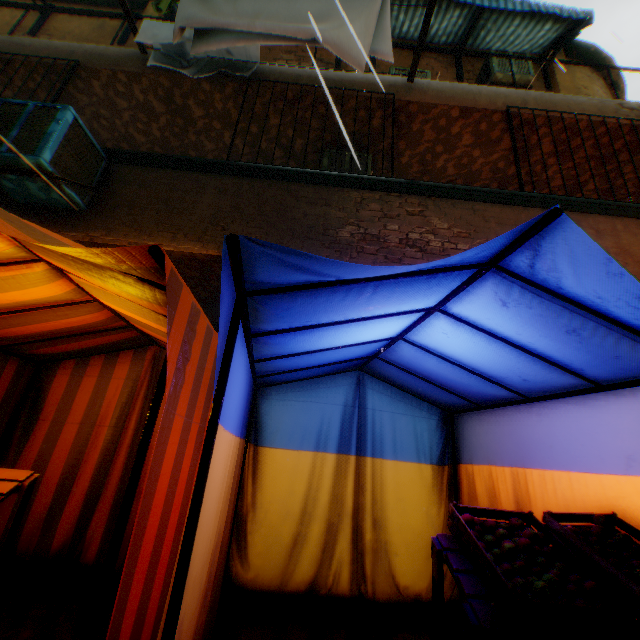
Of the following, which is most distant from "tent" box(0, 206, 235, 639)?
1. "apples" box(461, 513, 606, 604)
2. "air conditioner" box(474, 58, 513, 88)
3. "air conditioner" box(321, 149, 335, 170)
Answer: "air conditioner" box(474, 58, 513, 88)

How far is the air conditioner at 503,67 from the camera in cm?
633

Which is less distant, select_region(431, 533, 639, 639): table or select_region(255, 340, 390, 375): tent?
select_region(431, 533, 639, 639): table

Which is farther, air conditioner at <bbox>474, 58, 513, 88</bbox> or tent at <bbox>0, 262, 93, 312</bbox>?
air conditioner at <bbox>474, 58, 513, 88</bbox>

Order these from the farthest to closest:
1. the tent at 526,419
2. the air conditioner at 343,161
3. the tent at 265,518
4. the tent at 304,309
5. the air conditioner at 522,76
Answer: the air conditioner at 522,76 → the air conditioner at 343,161 → the tent at 265,518 → the tent at 526,419 → the tent at 304,309

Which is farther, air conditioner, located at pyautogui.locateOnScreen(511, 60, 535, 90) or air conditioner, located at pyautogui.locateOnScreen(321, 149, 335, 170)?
air conditioner, located at pyautogui.locateOnScreen(511, 60, 535, 90)

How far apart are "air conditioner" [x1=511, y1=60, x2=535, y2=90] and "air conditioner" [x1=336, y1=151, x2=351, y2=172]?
2.7 meters

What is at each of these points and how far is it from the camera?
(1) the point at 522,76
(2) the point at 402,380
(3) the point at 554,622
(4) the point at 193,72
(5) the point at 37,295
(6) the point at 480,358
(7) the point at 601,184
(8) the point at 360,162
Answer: (1) air conditioner, 6.3m
(2) tent, 3.8m
(3) wooden box, 1.3m
(4) dryer, 4.7m
(5) tent, 2.6m
(6) tent, 2.6m
(7) building, 5.8m
(8) air conditioner, 5.3m
